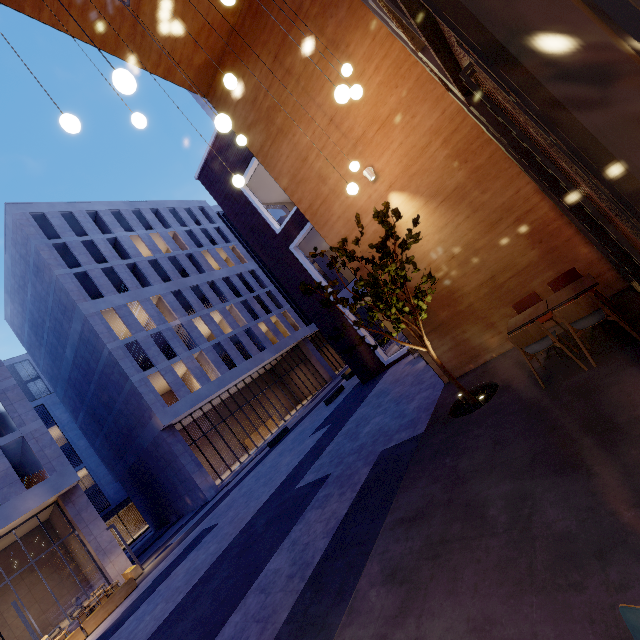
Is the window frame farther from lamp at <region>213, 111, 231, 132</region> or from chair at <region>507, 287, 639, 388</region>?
lamp at <region>213, 111, 231, 132</region>

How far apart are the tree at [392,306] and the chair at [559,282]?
1.97m

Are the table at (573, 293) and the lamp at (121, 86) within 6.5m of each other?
yes

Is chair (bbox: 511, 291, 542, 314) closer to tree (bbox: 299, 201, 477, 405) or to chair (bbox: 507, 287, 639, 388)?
chair (bbox: 507, 287, 639, 388)

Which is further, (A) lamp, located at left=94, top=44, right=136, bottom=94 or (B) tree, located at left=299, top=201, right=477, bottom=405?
Result: (B) tree, located at left=299, top=201, right=477, bottom=405

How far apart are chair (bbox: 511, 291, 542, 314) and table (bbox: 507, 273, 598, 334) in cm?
31

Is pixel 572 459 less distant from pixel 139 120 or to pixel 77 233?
pixel 139 120

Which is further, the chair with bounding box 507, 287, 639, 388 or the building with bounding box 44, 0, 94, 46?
the building with bounding box 44, 0, 94, 46
